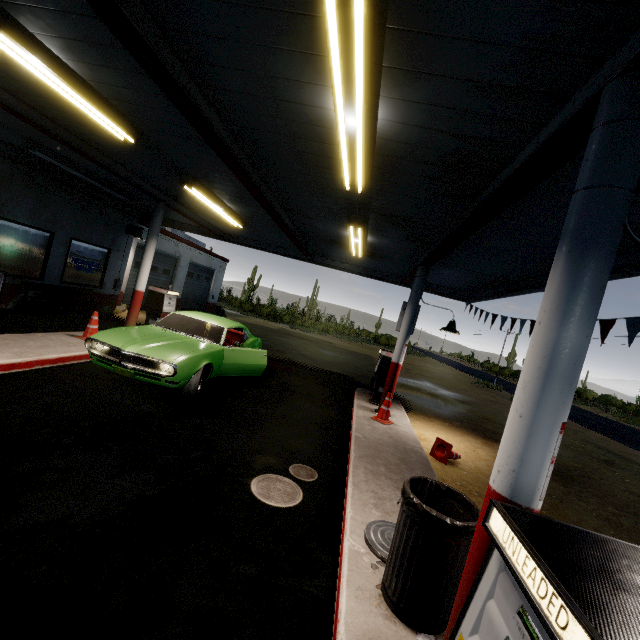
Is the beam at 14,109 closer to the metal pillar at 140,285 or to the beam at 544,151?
the metal pillar at 140,285

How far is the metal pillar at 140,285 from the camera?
8.8m

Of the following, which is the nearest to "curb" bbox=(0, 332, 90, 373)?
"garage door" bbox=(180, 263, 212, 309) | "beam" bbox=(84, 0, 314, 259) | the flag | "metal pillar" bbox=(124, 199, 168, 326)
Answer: "metal pillar" bbox=(124, 199, 168, 326)

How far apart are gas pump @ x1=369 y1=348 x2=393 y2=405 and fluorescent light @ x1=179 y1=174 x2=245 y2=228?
5.4m

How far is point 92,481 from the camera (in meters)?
3.35

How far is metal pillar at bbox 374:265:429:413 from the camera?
8.0 meters

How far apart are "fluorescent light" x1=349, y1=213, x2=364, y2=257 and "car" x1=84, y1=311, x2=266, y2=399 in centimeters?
346cm

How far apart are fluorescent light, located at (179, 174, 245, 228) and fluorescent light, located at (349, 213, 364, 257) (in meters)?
3.27
